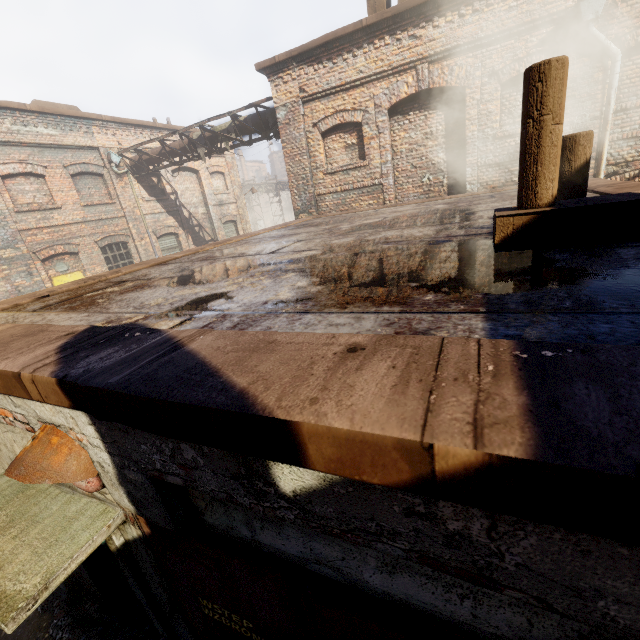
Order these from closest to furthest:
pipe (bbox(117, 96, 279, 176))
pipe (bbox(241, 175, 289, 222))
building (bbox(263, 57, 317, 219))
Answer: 1. building (bbox(263, 57, 317, 219))
2. pipe (bbox(117, 96, 279, 176))
3. pipe (bbox(241, 175, 289, 222))

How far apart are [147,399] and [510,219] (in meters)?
2.36

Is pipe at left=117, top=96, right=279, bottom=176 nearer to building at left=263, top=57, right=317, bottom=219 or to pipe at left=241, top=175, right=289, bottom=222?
building at left=263, top=57, right=317, bottom=219

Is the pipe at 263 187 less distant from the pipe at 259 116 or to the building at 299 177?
the pipe at 259 116

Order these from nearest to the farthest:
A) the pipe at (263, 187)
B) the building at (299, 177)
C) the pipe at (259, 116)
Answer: the building at (299, 177)
the pipe at (259, 116)
the pipe at (263, 187)

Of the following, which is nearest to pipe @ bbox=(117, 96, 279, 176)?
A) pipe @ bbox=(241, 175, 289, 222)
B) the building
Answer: the building

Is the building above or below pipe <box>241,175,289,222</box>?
below
